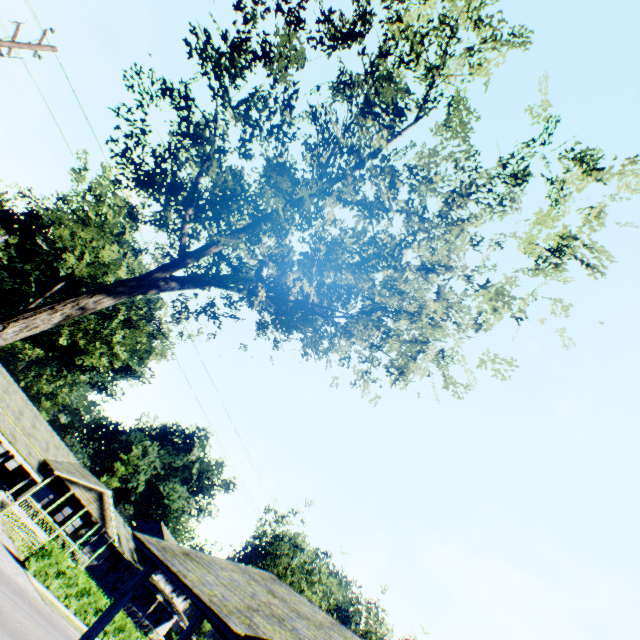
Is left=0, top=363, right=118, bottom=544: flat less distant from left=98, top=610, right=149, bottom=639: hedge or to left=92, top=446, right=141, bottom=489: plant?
left=92, top=446, right=141, bottom=489: plant

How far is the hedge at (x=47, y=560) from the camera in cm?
2227

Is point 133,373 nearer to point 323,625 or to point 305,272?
point 305,272

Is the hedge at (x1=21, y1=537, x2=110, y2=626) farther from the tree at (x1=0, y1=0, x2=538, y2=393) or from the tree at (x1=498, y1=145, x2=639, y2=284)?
the tree at (x1=0, y1=0, x2=538, y2=393)

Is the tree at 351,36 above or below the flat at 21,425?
above

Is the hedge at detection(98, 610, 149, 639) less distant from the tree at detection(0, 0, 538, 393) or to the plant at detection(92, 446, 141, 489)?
the tree at detection(0, 0, 538, 393)

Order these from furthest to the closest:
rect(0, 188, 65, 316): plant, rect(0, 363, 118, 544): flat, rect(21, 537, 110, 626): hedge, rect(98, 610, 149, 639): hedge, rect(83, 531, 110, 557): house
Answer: rect(0, 188, 65, 316): plant
rect(83, 531, 110, 557): house
rect(0, 363, 118, 544): flat
rect(98, 610, 149, 639): hedge
rect(21, 537, 110, 626): hedge
